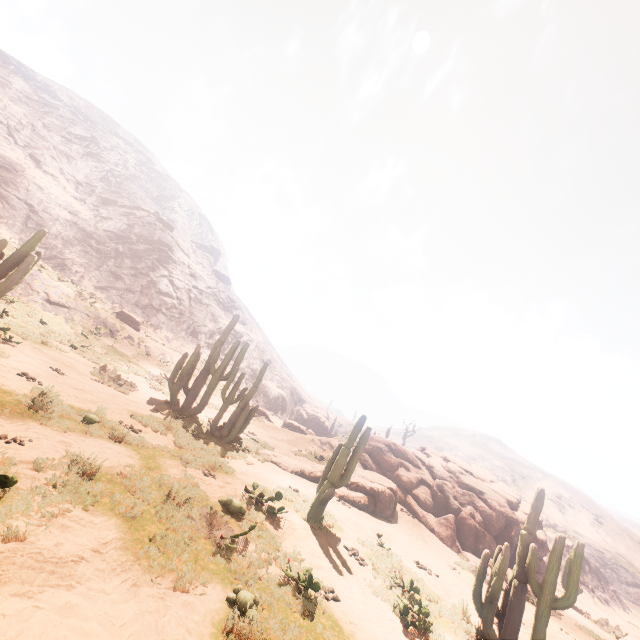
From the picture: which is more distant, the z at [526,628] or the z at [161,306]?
the z at [526,628]

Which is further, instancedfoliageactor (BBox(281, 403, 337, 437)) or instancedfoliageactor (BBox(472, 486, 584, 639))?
instancedfoliageactor (BBox(281, 403, 337, 437))

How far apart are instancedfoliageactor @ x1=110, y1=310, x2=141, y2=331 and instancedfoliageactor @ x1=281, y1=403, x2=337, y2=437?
24.3m

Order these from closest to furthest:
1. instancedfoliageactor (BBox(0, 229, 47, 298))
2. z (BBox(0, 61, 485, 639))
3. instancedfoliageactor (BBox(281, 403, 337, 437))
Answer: z (BBox(0, 61, 485, 639)) < instancedfoliageactor (BBox(0, 229, 47, 298)) < instancedfoliageactor (BBox(281, 403, 337, 437))

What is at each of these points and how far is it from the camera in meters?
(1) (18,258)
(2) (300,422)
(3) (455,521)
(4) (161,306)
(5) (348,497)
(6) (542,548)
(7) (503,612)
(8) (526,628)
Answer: (1) instancedfoliageactor, 13.3
(2) instancedfoliageactor, 44.9
(3) rock, 17.7
(4) z, 43.4
(5) instancedfoliageactor, 14.7
(6) rock, 18.6
(7) instancedfoliageactor, 8.1
(8) z, 10.1

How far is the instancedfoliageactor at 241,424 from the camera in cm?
1391

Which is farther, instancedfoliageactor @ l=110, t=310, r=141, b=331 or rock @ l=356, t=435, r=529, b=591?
instancedfoliageactor @ l=110, t=310, r=141, b=331

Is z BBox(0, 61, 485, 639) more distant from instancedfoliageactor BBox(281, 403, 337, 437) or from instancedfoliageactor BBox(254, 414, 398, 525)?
instancedfoliageactor BBox(254, 414, 398, 525)
